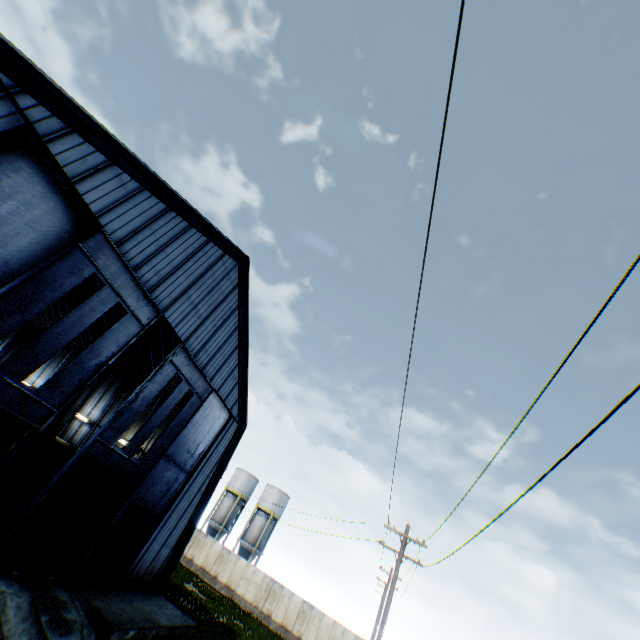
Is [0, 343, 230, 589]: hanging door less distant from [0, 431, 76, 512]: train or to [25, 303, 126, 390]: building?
[25, 303, 126, 390]: building

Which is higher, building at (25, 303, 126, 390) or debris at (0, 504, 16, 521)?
building at (25, 303, 126, 390)

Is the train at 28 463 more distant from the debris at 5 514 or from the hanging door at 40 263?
the hanging door at 40 263

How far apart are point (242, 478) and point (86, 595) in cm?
3668

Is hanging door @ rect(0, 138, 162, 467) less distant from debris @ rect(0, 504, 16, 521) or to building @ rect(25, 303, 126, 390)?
building @ rect(25, 303, 126, 390)

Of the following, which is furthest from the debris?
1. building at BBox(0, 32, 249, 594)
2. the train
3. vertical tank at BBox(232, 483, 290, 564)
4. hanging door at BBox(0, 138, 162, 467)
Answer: vertical tank at BBox(232, 483, 290, 564)

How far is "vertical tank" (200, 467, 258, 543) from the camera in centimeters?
4538cm

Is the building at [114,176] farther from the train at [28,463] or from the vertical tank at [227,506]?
the vertical tank at [227,506]
